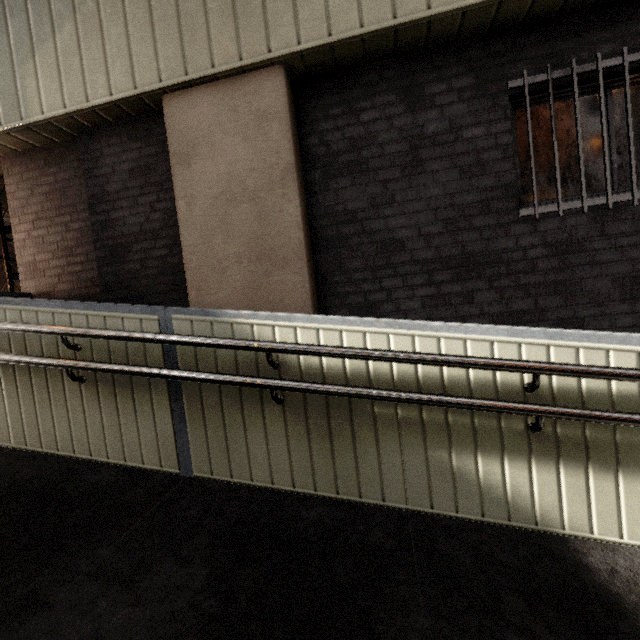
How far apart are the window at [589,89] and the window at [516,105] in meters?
0.5

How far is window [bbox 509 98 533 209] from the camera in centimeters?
317cm

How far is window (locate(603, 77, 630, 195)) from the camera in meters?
3.0 m

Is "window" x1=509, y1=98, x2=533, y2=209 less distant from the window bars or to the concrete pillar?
the window bars

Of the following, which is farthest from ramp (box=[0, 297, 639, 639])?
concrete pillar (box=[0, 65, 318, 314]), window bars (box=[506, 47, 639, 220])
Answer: window bars (box=[506, 47, 639, 220])

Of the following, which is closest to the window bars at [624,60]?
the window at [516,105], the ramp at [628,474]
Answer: the window at [516,105]

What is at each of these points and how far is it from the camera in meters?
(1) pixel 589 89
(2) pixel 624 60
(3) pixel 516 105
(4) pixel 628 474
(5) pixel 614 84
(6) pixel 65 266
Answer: (1) window, 3.1 m
(2) window bars, 2.8 m
(3) window, 3.2 m
(4) ramp, 1.8 m
(5) window, 3.0 m
(6) concrete pillar, 4.1 m

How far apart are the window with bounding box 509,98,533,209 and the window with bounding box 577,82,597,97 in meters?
0.5 m
